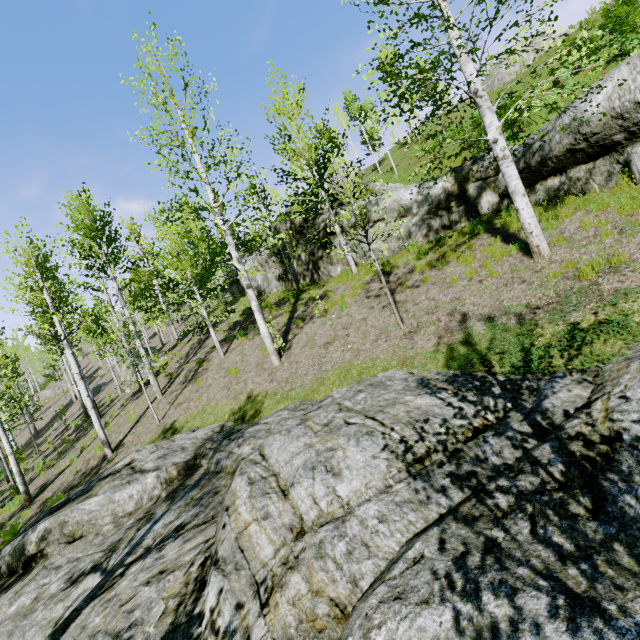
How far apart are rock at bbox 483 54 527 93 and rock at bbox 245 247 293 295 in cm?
2610

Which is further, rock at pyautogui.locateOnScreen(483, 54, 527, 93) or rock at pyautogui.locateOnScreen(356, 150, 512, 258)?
rock at pyautogui.locateOnScreen(483, 54, 527, 93)

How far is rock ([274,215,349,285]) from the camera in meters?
14.8 m

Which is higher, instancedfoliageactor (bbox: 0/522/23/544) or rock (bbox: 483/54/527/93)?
rock (bbox: 483/54/527/93)

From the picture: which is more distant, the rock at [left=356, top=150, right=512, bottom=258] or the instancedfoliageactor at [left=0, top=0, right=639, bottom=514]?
the rock at [left=356, top=150, right=512, bottom=258]

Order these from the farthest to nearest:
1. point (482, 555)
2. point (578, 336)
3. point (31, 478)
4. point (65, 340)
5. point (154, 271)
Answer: point (154, 271) < point (31, 478) < point (65, 340) < point (578, 336) < point (482, 555)

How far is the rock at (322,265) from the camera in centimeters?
1477cm

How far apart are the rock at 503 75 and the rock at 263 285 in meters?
26.1
